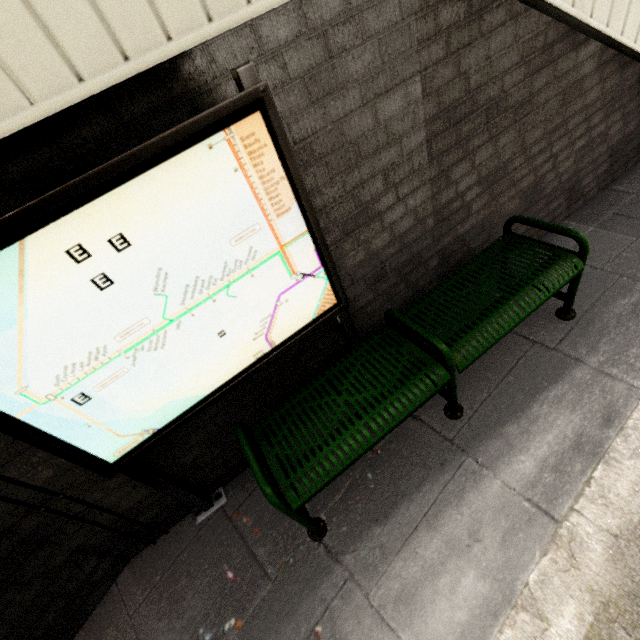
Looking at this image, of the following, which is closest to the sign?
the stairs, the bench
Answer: the bench

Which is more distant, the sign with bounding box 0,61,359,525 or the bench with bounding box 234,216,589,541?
the bench with bounding box 234,216,589,541

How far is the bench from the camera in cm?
169

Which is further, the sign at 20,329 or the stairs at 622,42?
the stairs at 622,42

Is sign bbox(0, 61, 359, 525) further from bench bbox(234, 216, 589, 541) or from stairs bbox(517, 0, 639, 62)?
stairs bbox(517, 0, 639, 62)

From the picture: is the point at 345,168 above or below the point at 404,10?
below

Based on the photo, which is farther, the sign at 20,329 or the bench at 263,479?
the bench at 263,479

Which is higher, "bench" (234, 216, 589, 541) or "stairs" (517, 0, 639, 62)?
"stairs" (517, 0, 639, 62)
